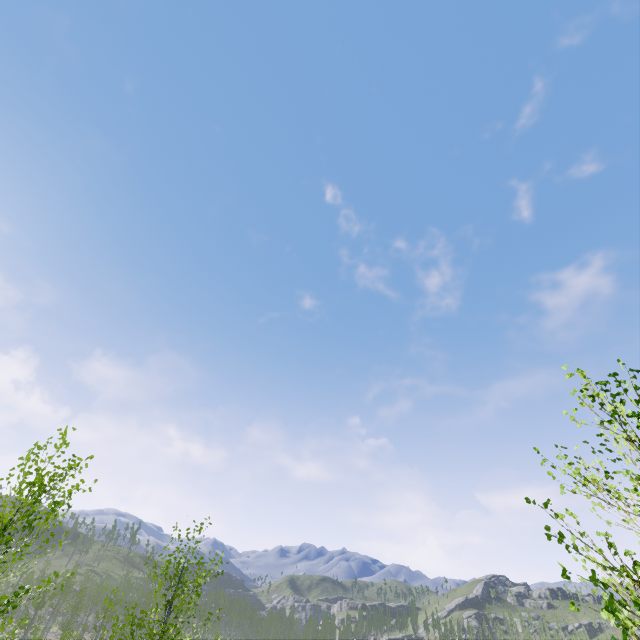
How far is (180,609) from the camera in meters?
10.3 m
